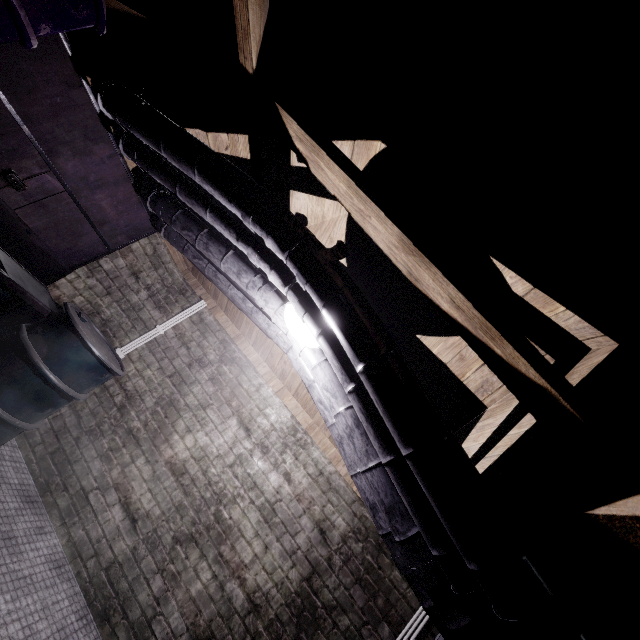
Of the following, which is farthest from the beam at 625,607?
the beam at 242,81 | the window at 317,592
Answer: the beam at 242,81

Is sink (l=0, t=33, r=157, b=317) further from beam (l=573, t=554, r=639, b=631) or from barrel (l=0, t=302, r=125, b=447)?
beam (l=573, t=554, r=639, b=631)

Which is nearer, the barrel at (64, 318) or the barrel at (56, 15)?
the barrel at (56, 15)

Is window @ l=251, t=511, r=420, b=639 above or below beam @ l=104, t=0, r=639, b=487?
below

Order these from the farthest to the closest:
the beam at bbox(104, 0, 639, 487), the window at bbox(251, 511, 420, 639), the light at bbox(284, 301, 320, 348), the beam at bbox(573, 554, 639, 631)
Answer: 1. the window at bbox(251, 511, 420, 639)
2. the light at bbox(284, 301, 320, 348)
3. the beam at bbox(573, 554, 639, 631)
4. the beam at bbox(104, 0, 639, 487)

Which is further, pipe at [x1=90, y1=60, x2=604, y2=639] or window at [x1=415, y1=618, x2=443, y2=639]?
window at [x1=415, y1=618, x2=443, y2=639]

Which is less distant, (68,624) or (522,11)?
(522,11)

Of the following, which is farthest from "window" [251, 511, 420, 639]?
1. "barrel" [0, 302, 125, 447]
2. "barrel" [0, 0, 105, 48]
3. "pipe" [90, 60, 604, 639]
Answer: "barrel" [0, 0, 105, 48]
